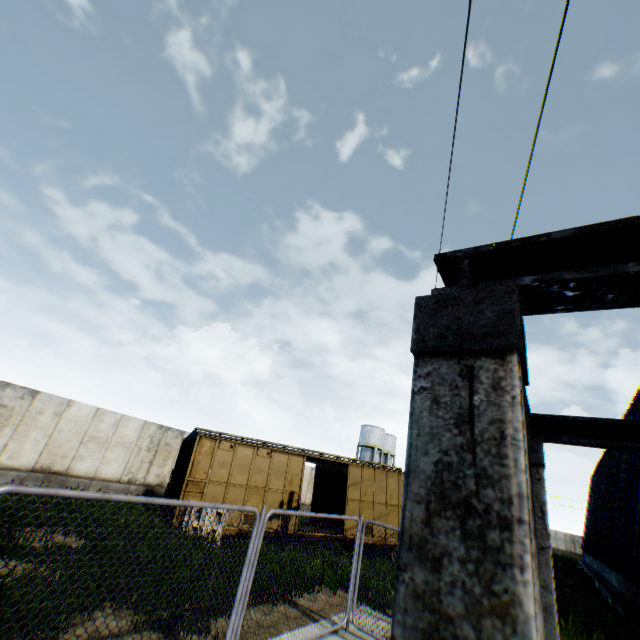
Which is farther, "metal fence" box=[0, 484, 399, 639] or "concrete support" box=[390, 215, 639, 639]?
"metal fence" box=[0, 484, 399, 639]

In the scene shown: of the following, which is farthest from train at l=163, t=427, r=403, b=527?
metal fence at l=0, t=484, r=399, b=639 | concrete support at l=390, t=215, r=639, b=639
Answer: concrete support at l=390, t=215, r=639, b=639

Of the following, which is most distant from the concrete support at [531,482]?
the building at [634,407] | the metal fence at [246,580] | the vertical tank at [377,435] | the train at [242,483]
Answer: the vertical tank at [377,435]

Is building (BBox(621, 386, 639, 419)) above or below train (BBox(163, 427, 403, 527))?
above

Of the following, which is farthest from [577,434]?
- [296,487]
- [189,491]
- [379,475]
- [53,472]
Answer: [53,472]

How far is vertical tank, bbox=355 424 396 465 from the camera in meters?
52.5

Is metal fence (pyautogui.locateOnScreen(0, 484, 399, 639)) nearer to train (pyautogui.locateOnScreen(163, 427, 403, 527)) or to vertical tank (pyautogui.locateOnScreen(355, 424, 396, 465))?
train (pyautogui.locateOnScreen(163, 427, 403, 527))

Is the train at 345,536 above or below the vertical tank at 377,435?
below
